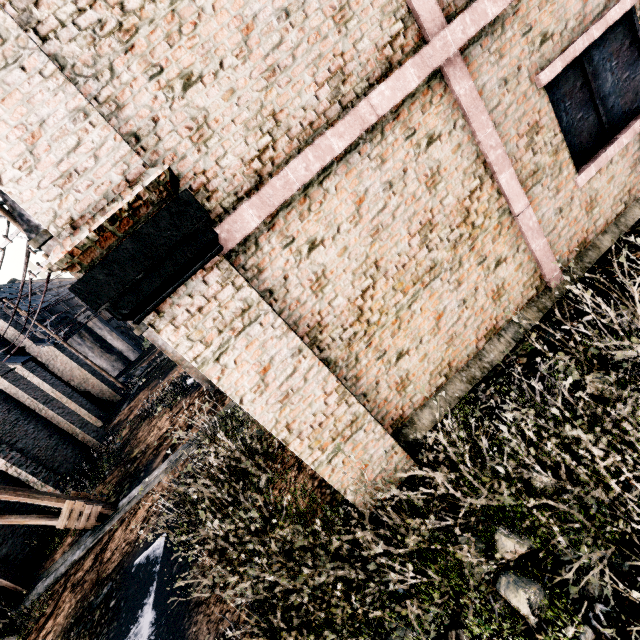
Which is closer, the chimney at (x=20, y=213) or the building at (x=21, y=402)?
the chimney at (x=20, y=213)

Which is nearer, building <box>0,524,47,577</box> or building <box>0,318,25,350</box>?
building <box>0,524,47,577</box>

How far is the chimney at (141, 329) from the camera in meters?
12.9 m

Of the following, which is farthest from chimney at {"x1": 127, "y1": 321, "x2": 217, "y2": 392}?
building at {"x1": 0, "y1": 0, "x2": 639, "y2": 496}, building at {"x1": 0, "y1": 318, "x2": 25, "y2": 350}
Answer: building at {"x1": 0, "y1": 318, "x2": 25, "y2": 350}

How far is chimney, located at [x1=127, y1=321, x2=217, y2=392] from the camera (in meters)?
12.88

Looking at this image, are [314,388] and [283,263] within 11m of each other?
yes

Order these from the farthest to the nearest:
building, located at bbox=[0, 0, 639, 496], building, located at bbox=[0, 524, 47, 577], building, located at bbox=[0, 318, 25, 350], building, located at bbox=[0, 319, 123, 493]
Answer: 1. building, located at bbox=[0, 318, 25, 350]
2. building, located at bbox=[0, 319, 123, 493]
3. building, located at bbox=[0, 524, 47, 577]
4. building, located at bbox=[0, 0, 639, 496]
